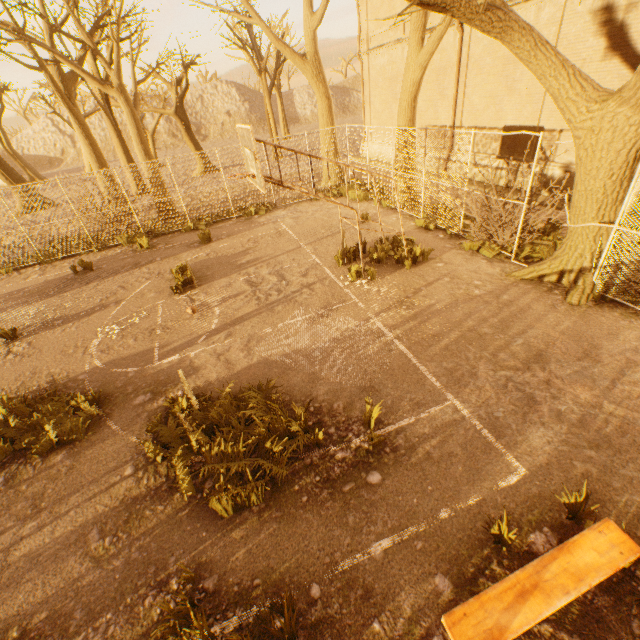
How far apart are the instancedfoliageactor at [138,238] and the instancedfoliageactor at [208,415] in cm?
1062

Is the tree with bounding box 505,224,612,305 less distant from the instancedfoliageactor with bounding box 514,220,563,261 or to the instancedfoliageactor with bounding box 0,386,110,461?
the instancedfoliageactor with bounding box 514,220,563,261

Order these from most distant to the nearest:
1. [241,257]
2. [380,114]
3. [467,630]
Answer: [380,114], [241,257], [467,630]

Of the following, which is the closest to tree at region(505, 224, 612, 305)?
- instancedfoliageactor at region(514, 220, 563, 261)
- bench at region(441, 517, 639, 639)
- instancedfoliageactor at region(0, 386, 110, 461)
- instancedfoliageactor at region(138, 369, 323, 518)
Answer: instancedfoliageactor at region(514, 220, 563, 261)

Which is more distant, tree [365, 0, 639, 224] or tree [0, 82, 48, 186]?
tree [0, 82, 48, 186]

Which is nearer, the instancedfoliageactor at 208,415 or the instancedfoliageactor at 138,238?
the instancedfoliageactor at 208,415

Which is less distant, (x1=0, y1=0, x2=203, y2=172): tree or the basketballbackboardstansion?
the basketballbackboardstansion

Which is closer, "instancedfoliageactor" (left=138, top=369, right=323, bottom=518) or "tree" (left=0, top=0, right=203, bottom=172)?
"instancedfoliageactor" (left=138, top=369, right=323, bottom=518)
